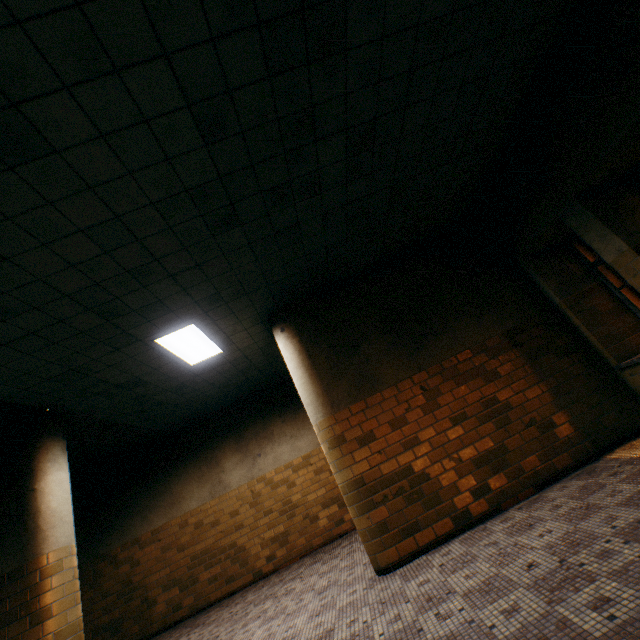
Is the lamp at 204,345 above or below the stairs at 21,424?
above

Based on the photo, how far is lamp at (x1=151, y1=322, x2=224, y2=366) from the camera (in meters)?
4.86

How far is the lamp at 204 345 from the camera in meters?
4.9 m

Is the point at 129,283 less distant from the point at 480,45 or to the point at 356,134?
the point at 356,134

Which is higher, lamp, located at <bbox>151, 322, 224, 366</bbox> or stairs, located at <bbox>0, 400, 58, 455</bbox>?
lamp, located at <bbox>151, 322, 224, 366</bbox>
